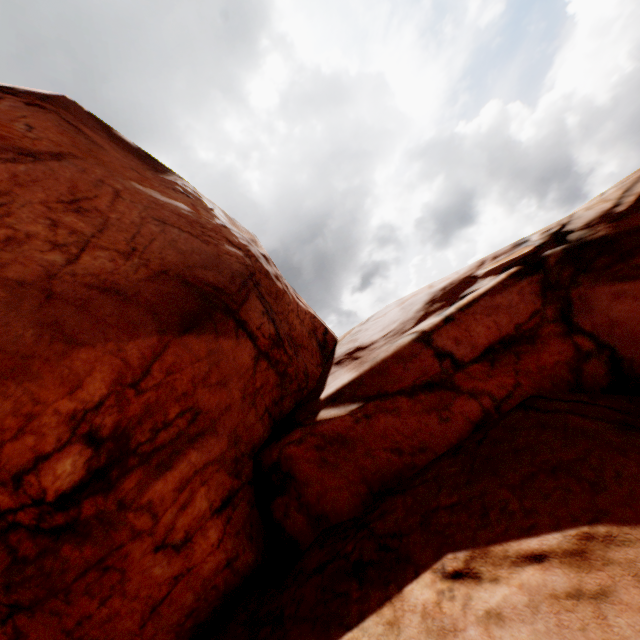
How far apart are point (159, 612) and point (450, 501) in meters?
4.6
